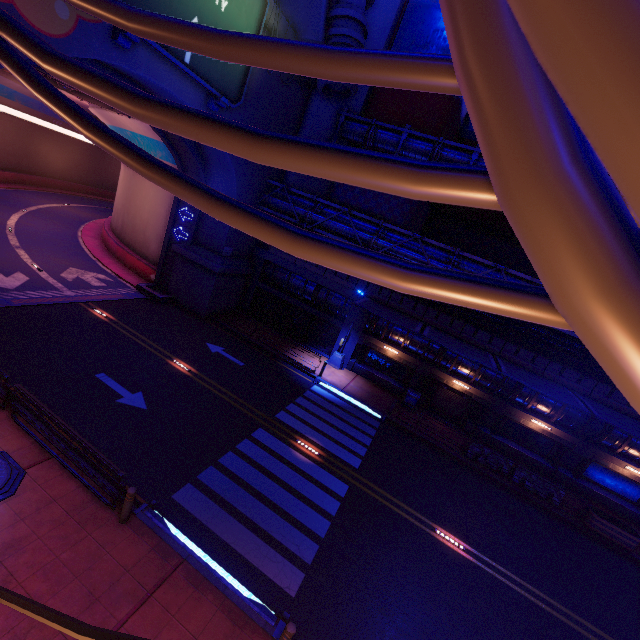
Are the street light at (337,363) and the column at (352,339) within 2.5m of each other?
yes

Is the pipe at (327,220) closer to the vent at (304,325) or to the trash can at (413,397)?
the vent at (304,325)

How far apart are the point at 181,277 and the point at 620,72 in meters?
25.8 m

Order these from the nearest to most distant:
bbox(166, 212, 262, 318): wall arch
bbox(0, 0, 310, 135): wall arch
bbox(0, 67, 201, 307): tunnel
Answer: bbox(0, 0, 310, 135): wall arch < bbox(0, 67, 201, 307): tunnel < bbox(166, 212, 262, 318): wall arch

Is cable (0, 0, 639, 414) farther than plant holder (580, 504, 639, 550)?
No

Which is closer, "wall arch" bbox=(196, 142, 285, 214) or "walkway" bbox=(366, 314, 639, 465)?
"walkway" bbox=(366, 314, 639, 465)

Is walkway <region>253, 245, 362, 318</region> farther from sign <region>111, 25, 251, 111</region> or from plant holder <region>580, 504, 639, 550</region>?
sign <region>111, 25, 251, 111</region>

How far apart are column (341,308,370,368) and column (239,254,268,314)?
7.89m
